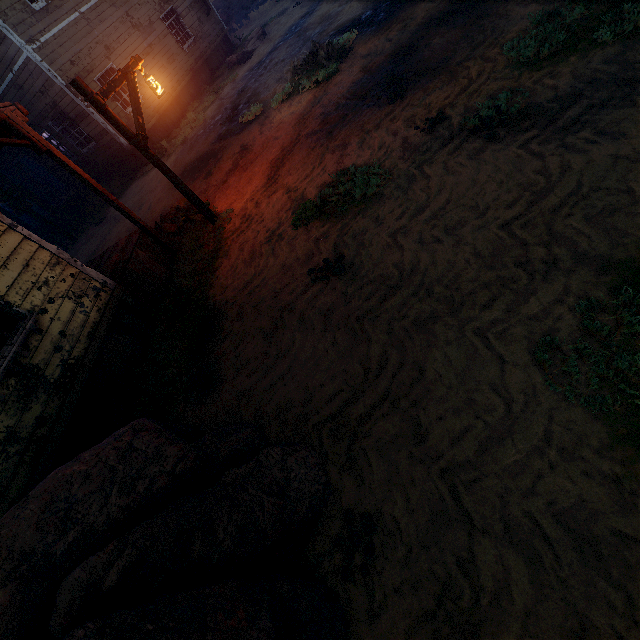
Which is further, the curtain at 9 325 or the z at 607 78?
the curtain at 9 325

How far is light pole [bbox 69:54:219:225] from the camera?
5.7m

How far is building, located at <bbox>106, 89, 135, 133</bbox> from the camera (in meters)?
13.95

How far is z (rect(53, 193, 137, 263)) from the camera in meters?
11.8 m

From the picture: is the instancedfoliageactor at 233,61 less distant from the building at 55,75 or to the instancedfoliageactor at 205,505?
the building at 55,75

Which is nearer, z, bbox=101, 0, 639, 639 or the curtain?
z, bbox=101, 0, 639, 639

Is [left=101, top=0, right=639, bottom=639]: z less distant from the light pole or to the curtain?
the light pole

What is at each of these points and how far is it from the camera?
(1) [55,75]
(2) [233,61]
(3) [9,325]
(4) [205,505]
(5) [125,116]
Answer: (1) building, 12.3 meters
(2) instancedfoliageactor, 16.8 meters
(3) curtain, 4.6 meters
(4) instancedfoliageactor, 2.8 meters
(5) building, 14.4 meters
